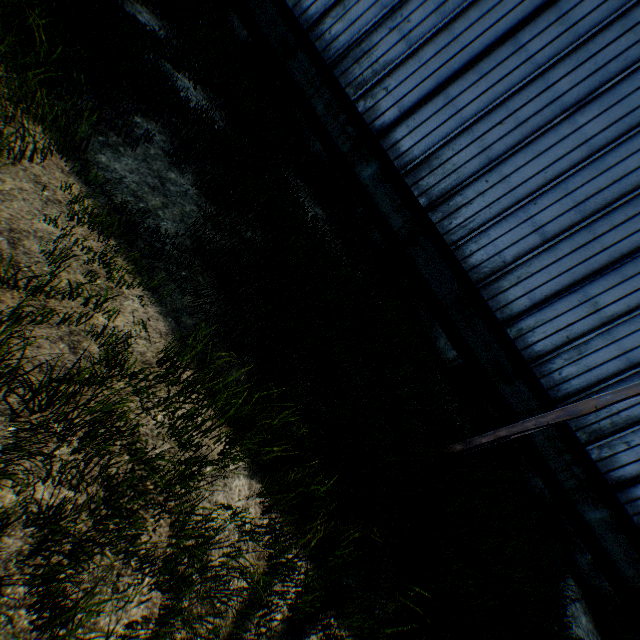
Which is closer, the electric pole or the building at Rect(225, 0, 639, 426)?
the electric pole

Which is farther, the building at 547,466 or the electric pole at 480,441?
the building at 547,466

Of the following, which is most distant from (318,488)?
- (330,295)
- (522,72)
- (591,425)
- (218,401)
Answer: (522,72)
